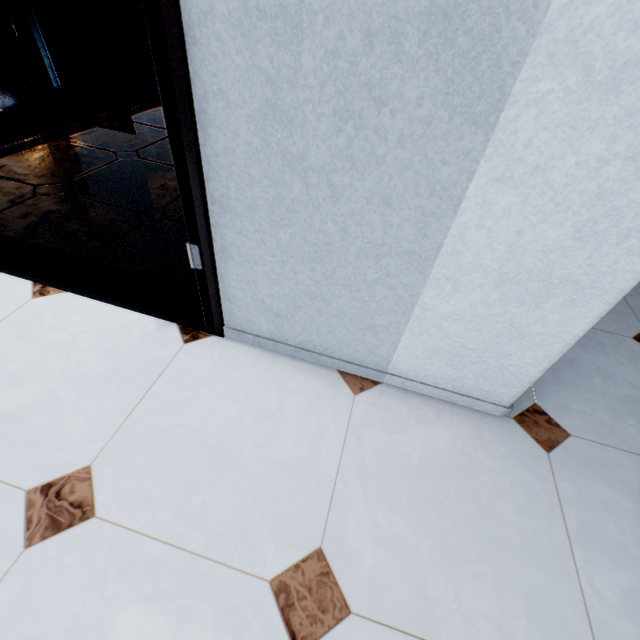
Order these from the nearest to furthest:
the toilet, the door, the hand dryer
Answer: the door, the hand dryer, the toilet

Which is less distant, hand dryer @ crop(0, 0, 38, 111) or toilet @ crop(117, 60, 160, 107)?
hand dryer @ crop(0, 0, 38, 111)

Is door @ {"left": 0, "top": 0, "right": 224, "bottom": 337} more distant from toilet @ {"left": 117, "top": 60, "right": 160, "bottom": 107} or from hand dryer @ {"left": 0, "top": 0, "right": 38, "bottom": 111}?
toilet @ {"left": 117, "top": 60, "right": 160, "bottom": 107}

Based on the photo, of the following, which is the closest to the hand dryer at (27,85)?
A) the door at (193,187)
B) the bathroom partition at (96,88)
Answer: the bathroom partition at (96,88)

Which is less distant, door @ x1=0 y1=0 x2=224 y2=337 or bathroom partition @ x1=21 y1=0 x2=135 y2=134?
door @ x1=0 y1=0 x2=224 y2=337

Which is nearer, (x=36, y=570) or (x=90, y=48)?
(x=36, y=570)

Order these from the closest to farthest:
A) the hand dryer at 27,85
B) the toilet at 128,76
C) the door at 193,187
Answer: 1. the door at 193,187
2. the hand dryer at 27,85
3. the toilet at 128,76

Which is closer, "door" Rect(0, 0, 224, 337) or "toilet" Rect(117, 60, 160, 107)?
"door" Rect(0, 0, 224, 337)
